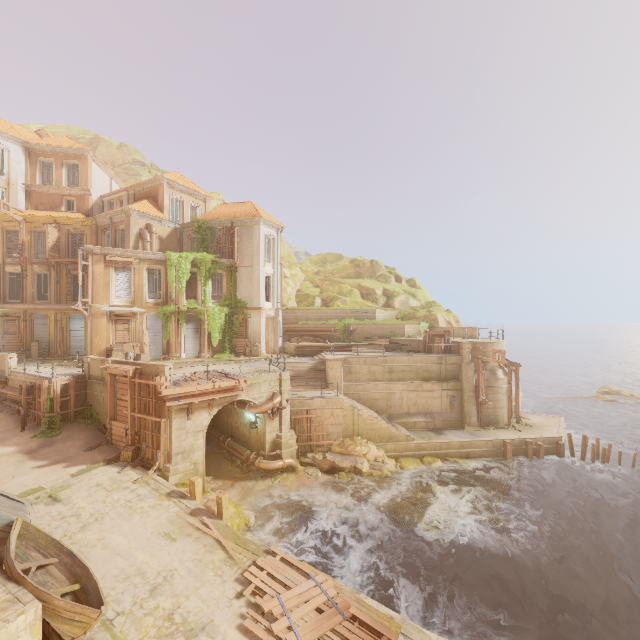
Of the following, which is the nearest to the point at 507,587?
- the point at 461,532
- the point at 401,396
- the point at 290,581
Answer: the point at 461,532

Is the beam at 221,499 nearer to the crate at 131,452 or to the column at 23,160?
the crate at 131,452

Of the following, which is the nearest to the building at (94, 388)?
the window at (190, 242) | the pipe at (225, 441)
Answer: the pipe at (225, 441)

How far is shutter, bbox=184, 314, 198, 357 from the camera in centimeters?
2839cm

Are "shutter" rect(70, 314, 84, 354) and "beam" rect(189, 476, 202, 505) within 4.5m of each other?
no

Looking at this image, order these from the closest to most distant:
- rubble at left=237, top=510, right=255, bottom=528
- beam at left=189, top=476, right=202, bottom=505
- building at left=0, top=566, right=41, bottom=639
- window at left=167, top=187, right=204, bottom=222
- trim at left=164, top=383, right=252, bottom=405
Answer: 1. building at left=0, top=566, right=41, bottom=639
2. beam at left=189, top=476, right=202, bottom=505
3. rubble at left=237, top=510, right=255, bottom=528
4. trim at left=164, top=383, right=252, bottom=405
5. window at left=167, top=187, right=204, bottom=222

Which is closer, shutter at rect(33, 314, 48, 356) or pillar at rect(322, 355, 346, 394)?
pillar at rect(322, 355, 346, 394)

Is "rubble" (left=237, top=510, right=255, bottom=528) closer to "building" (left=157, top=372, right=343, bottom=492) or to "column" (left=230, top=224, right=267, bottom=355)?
"building" (left=157, top=372, right=343, bottom=492)
